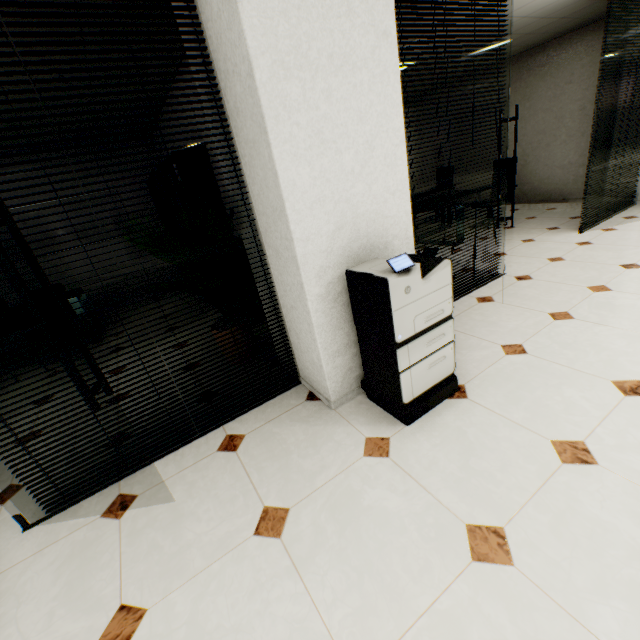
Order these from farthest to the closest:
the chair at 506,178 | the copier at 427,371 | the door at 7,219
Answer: the chair at 506,178
the copier at 427,371
the door at 7,219

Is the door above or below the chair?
above

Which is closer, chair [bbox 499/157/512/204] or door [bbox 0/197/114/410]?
door [bbox 0/197/114/410]

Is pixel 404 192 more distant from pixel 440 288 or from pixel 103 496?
pixel 103 496

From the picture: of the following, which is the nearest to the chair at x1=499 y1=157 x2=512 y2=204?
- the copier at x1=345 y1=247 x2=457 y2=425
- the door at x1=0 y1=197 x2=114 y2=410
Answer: the copier at x1=345 y1=247 x2=457 y2=425

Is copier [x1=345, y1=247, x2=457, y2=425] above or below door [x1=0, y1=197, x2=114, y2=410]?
below

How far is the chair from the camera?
5.9 meters

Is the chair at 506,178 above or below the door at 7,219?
below
